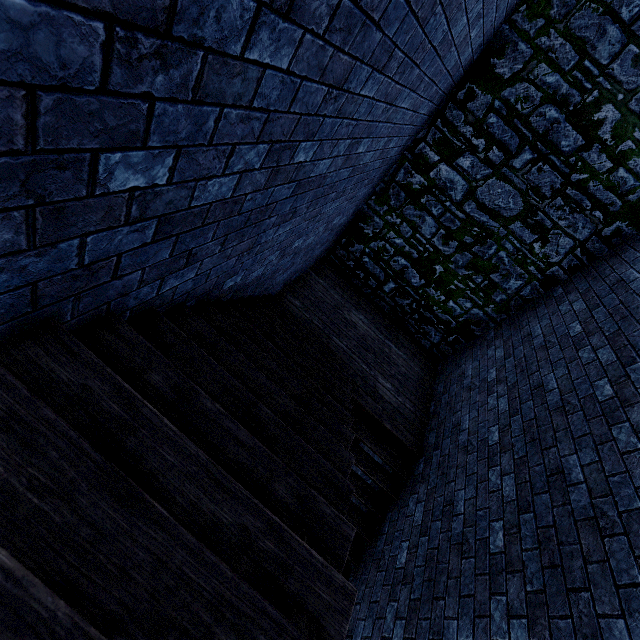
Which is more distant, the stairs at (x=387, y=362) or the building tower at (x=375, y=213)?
the building tower at (x=375, y=213)

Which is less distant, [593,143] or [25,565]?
[25,565]

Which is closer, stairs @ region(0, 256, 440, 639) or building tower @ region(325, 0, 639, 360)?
stairs @ region(0, 256, 440, 639)
